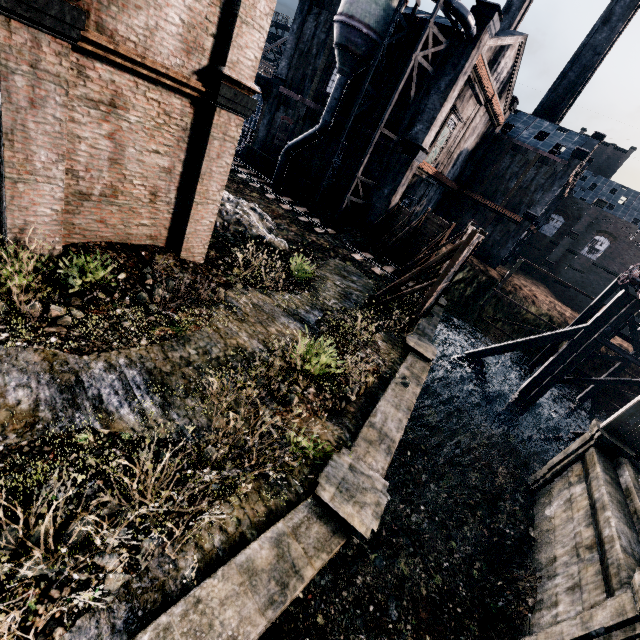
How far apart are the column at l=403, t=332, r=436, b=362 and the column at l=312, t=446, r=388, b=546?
7.7 meters

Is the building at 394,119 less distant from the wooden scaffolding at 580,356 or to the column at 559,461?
the wooden scaffolding at 580,356

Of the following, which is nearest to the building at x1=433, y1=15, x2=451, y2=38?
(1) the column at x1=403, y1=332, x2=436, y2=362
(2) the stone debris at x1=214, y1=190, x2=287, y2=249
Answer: (2) the stone debris at x1=214, y1=190, x2=287, y2=249

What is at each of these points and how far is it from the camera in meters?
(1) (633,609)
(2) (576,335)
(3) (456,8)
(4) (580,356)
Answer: (1) column, 8.1 m
(2) wooden brace, 20.2 m
(3) silo, 20.0 m
(4) wooden scaffolding, 20.1 m

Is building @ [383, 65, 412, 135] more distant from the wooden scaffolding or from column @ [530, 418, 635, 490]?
column @ [530, 418, 635, 490]

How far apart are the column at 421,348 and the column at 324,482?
7.7 meters

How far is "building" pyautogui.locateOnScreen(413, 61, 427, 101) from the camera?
23.83m

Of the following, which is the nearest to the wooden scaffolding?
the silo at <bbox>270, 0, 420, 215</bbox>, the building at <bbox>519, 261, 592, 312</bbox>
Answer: the silo at <bbox>270, 0, 420, 215</bbox>
